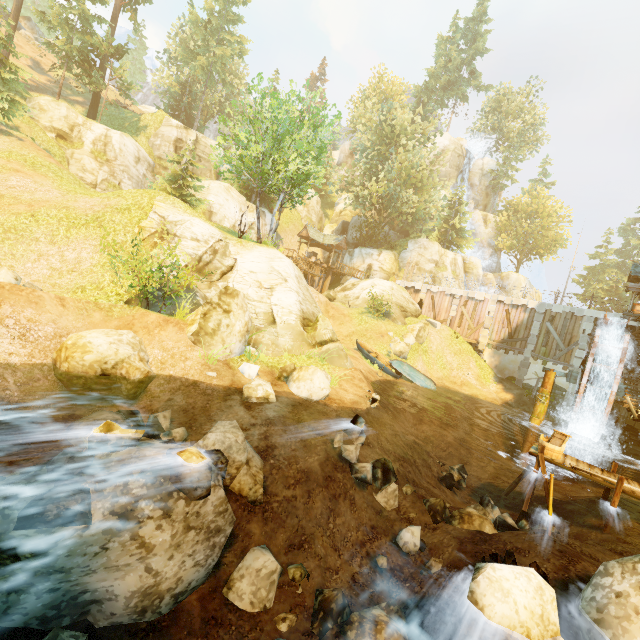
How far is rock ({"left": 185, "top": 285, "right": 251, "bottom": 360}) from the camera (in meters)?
10.78

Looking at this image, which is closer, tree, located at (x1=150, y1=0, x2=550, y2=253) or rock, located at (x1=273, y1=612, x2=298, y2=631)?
rock, located at (x1=273, y1=612, x2=298, y2=631)

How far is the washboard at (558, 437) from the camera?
10.0m

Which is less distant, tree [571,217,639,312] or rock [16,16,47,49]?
rock [16,16,47,49]

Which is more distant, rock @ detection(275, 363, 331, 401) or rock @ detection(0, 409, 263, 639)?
rock @ detection(275, 363, 331, 401)

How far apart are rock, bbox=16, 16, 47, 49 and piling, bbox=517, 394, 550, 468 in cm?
7237

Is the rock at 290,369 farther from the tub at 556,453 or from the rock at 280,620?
the tub at 556,453

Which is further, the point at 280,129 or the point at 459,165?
the point at 459,165
